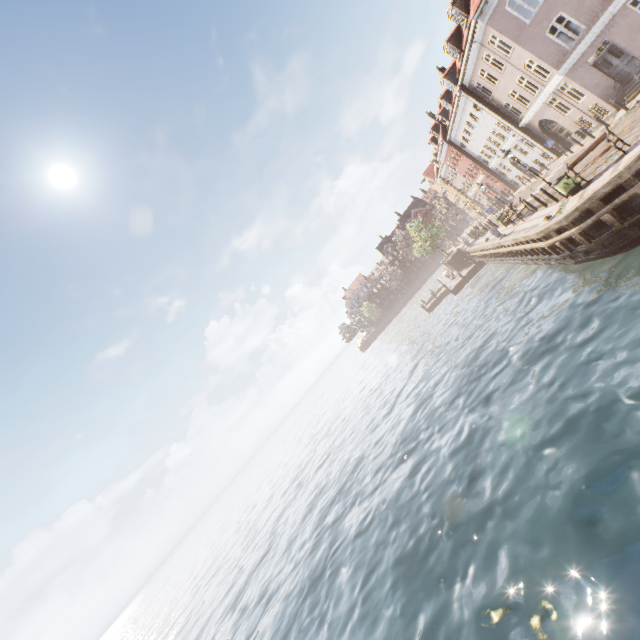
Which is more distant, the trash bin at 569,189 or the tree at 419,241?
the tree at 419,241

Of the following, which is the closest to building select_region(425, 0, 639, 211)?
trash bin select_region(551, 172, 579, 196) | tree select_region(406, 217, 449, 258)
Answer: tree select_region(406, 217, 449, 258)

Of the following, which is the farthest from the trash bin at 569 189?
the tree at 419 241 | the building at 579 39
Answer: the building at 579 39

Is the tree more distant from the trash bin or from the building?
the trash bin

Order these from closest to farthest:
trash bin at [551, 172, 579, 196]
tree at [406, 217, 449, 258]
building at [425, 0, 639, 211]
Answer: trash bin at [551, 172, 579, 196] → building at [425, 0, 639, 211] → tree at [406, 217, 449, 258]

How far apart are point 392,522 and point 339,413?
37.6 meters
